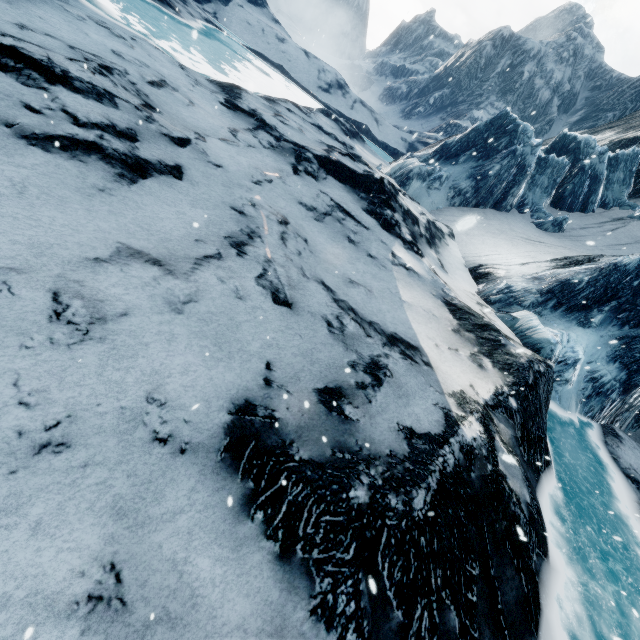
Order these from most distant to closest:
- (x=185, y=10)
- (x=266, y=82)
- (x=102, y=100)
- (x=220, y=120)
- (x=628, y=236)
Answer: (x=266, y=82)
(x=185, y=10)
(x=628, y=236)
(x=220, y=120)
(x=102, y=100)
